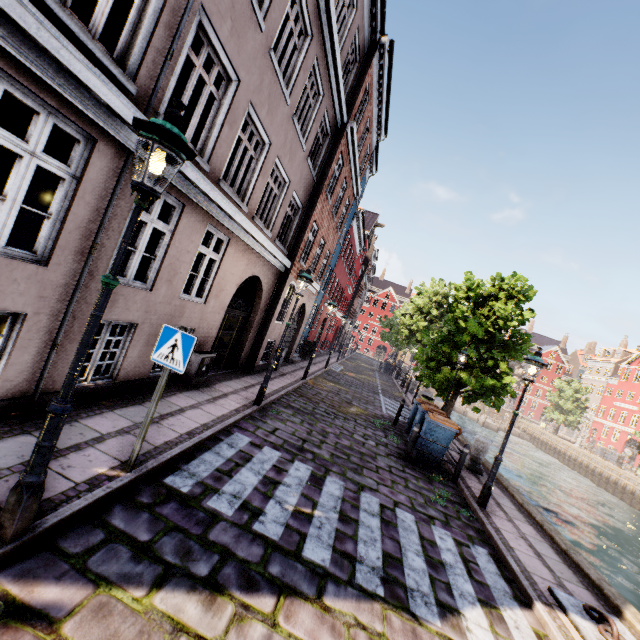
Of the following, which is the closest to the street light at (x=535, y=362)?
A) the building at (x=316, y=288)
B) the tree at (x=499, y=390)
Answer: the tree at (x=499, y=390)

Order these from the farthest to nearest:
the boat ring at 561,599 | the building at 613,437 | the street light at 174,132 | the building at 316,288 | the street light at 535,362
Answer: the building at 613,437 → the street light at 535,362 → the boat ring at 561,599 → the building at 316,288 → the street light at 174,132

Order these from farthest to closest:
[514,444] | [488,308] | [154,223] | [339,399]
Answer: [514,444] → [488,308] → [339,399] → [154,223]

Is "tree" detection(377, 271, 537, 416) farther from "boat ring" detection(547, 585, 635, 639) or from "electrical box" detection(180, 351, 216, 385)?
"electrical box" detection(180, 351, 216, 385)

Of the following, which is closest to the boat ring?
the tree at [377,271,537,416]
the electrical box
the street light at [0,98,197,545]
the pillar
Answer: the street light at [0,98,197,545]

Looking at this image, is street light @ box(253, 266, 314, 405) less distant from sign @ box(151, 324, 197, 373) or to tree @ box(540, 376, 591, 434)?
tree @ box(540, 376, 591, 434)

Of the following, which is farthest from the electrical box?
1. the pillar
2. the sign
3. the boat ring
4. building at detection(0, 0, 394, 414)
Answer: the pillar

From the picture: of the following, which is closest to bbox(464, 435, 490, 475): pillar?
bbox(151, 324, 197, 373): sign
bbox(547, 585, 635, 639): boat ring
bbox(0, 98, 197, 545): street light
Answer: bbox(0, 98, 197, 545): street light
